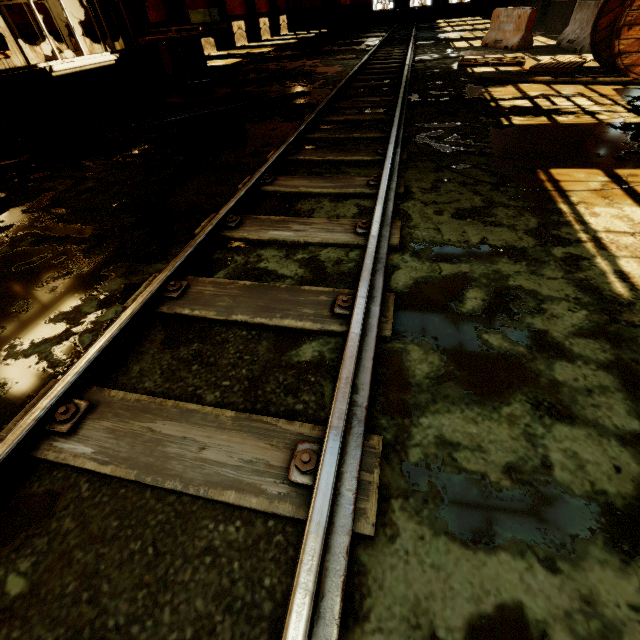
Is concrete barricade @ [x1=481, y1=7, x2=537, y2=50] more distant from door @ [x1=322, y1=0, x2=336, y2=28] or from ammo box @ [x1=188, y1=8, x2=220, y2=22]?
door @ [x1=322, y1=0, x2=336, y2=28]

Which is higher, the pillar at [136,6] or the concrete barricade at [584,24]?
the pillar at [136,6]

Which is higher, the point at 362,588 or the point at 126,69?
the point at 126,69

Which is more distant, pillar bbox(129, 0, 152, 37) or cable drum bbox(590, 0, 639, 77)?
pillar bbox(129, 0, 152, 37)

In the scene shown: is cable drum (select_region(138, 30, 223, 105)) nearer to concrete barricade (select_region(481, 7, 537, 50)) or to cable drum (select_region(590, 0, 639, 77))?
cable drum (select_region(590, 0, 639, 77))

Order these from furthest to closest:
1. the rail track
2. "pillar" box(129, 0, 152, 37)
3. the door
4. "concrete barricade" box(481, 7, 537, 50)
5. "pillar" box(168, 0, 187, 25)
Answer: the door
"pillar" box(168, 0, 187, 25)
"concrete barricade" box(481, 7, 537, 50)
"pillar" box(129, 0, 152, 37)
the rail track

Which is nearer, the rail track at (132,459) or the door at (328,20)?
the rail track at (132,459)

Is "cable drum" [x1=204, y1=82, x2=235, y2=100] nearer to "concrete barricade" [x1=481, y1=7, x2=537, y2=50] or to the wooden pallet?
the wooden pallet
